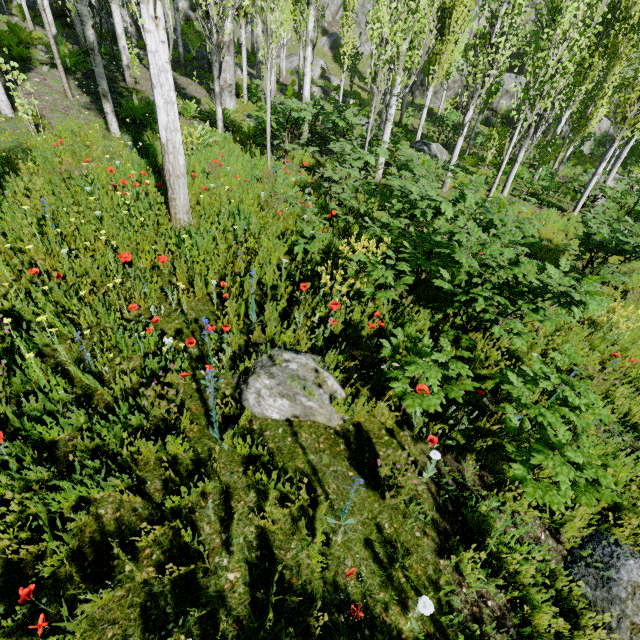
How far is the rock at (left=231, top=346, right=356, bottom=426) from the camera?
3.17m

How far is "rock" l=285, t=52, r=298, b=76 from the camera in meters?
31.0

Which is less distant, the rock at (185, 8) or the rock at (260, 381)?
the rock at (260, 381)

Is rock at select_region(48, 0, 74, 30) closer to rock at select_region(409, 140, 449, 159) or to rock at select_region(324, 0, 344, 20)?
rock at select_region(324, 0, 344, 20)

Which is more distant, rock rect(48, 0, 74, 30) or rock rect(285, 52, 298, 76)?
rock rect(285, 52, 298, 76)

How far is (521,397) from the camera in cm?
302

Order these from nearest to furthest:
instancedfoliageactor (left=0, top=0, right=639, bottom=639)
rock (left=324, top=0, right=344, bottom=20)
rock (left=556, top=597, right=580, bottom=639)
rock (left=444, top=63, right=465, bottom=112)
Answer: rock (left=556, top=597, right=580, bottom=639) < instancedfoliageactor (left=0, top=0, right=639, bottom=639) < rock (left=444, top=63, right=465, bottom=112) < rock (left=324, top=0, right=344, bottom=20)

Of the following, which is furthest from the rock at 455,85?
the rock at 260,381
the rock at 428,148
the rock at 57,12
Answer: the rock at 260,381
